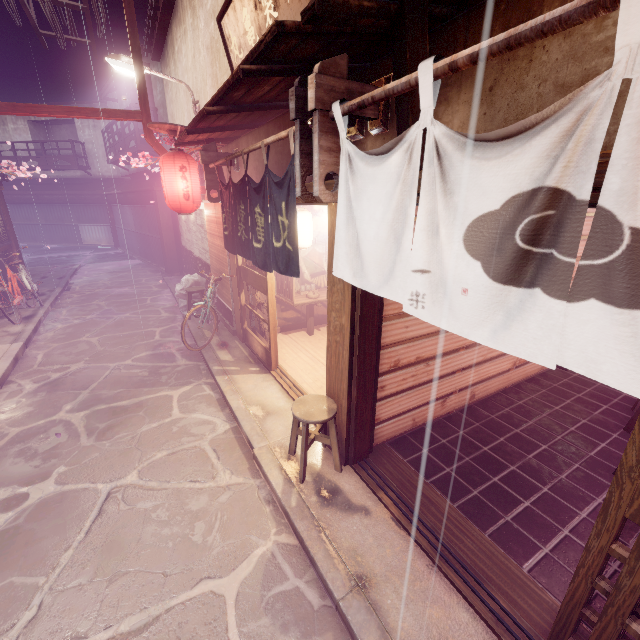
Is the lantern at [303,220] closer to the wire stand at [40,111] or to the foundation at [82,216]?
the wire stand at [40,111]

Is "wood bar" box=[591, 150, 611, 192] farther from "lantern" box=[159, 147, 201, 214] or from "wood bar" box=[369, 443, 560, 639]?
"wood bar" box=[369, 443, 560, 639]

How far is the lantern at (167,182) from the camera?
10.98m

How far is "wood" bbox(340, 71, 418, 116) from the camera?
3.09m

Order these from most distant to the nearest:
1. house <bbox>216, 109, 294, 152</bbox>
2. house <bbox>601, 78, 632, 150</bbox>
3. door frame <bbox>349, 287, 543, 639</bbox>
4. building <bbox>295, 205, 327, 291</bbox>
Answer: building <bbox>295, 205, 327, 291</bbox> → house <bbox>216, 109, 294, 152</bbox> → door frame <bbox>349, 287, 543, 639</bbox> → house <bbox>601, 78, 632, 150</bbox>

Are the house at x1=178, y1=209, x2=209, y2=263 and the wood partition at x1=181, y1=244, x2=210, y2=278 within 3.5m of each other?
yes

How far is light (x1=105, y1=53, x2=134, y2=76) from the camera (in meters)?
11.49

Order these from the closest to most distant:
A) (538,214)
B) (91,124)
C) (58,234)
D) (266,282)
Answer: (538,214), (266,282), (91,124), (58,234)
